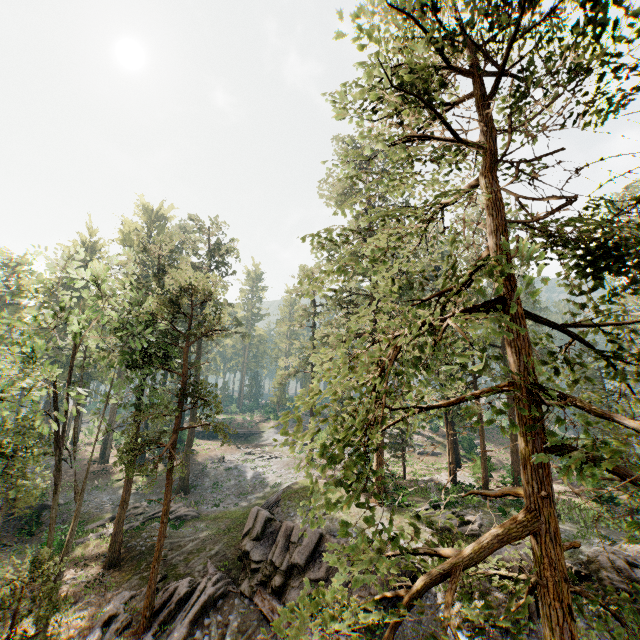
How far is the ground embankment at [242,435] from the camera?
54.2m

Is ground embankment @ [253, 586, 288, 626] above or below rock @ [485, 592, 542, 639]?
below

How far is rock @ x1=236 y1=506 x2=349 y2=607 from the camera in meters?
16.3 m

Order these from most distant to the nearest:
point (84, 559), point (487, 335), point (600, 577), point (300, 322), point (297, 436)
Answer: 1. point (300, 322)
2. point (84, 559)
3. point (600, 577)
4. point (297, 436)
5. point (487, 335)

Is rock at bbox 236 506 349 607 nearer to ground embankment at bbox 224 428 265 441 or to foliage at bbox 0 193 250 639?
foliage at bbox 0 193 250 639

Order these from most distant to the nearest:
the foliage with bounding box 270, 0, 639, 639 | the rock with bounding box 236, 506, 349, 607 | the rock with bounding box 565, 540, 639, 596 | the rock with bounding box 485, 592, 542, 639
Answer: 1. the rock with bounding box 236, 506, 349, 607
2. the rock with bounding box 565, 540, 639, 596
3. the rock with bounding box 485, 592, 542, 639
4. the foliage with bounding box 270, 0, 639, 639

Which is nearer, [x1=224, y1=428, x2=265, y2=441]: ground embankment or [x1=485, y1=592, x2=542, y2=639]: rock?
[x1=485, y1=592, x2=542, y2=639]: rock

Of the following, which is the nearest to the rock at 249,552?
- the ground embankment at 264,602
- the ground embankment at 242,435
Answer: the ground embankment at 264,602
